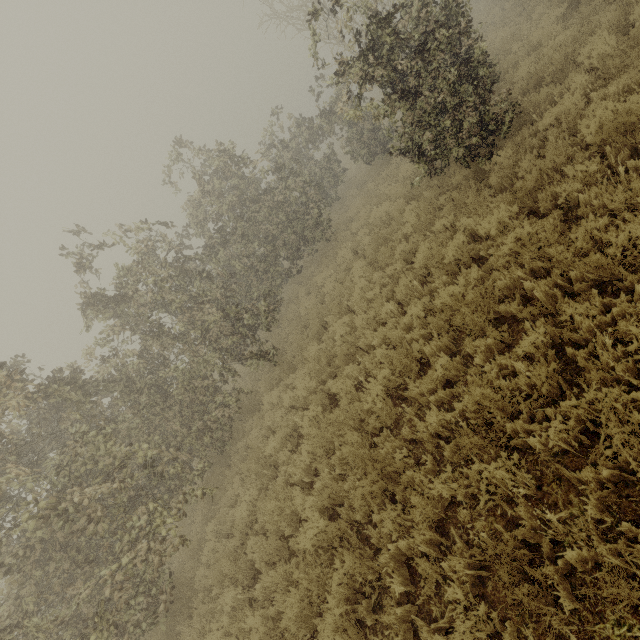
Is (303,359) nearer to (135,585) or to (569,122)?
(135,585)
